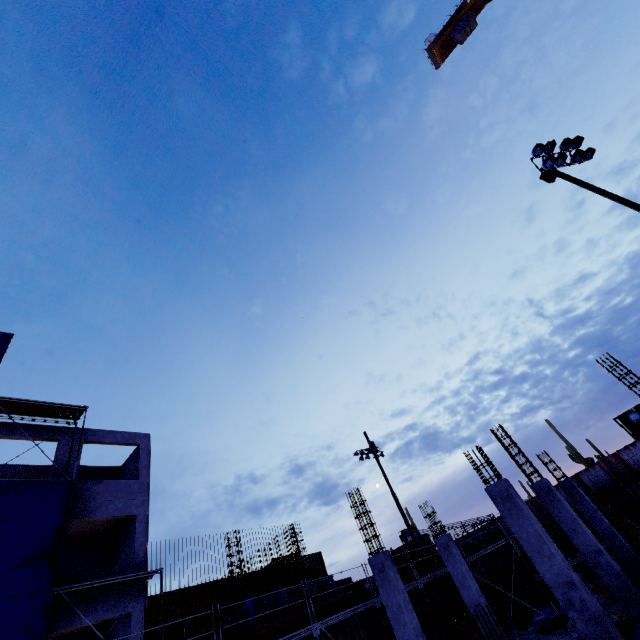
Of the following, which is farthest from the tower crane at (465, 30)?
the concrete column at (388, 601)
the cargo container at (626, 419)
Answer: the concrete column at (388, 601)

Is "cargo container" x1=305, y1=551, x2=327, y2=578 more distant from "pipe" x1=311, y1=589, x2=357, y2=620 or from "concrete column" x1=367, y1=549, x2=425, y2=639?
"concrete column" x1=367, y1=549, x2=425, y2=639

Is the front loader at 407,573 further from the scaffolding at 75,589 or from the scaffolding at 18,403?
the scaffolding at 18,403

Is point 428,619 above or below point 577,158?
below

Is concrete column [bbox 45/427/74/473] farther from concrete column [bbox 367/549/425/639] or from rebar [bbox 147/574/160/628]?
concrete column [bbox 367/549/425/639]

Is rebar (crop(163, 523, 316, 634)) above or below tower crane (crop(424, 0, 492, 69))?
below

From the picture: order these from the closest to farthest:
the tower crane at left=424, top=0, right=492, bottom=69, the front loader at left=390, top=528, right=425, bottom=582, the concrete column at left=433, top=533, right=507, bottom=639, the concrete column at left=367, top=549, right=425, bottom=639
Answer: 1. the concrete column at left=367, top=549, right=425, bottom=639
2. the concrete column at left=433, top=533, right=507, bottom=639
3. the front loader at left=390, top=528, right=425, bottom=582
4. the tower crane at left=424, top=0, right=492, bottom=69

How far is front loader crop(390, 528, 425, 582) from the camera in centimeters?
2691cm
